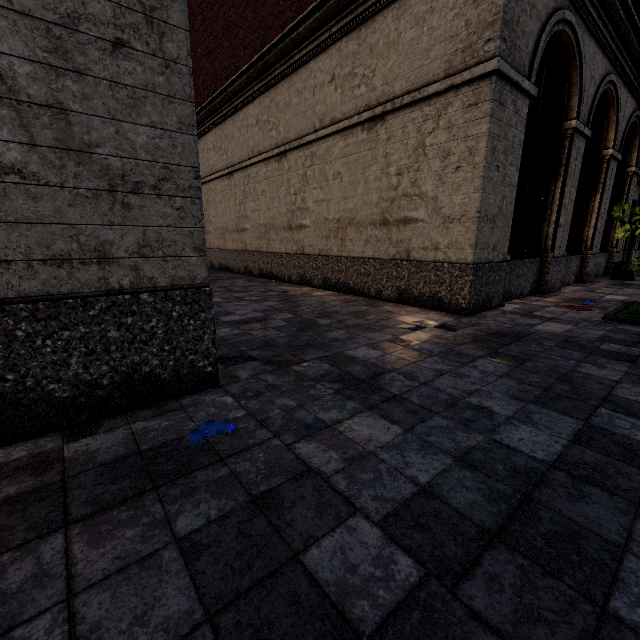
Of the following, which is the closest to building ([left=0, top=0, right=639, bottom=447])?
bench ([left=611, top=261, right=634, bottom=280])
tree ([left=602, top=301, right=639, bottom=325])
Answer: bench ([left=611, top=261, right=634, bottom=280])

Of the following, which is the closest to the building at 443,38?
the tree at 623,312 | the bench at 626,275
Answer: the bench at 626,275

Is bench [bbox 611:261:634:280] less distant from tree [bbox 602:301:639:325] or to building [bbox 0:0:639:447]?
building [bbox 0:0:639:447]

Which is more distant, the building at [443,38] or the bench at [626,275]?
the bench at [626,275]

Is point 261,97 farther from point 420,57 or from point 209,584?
point 209,584

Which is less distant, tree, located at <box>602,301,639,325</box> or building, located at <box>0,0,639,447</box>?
building, located at <box>0,0,639,447</box>

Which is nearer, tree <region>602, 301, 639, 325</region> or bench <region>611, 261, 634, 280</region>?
tree <region>602, 301, 639, 325</region>
